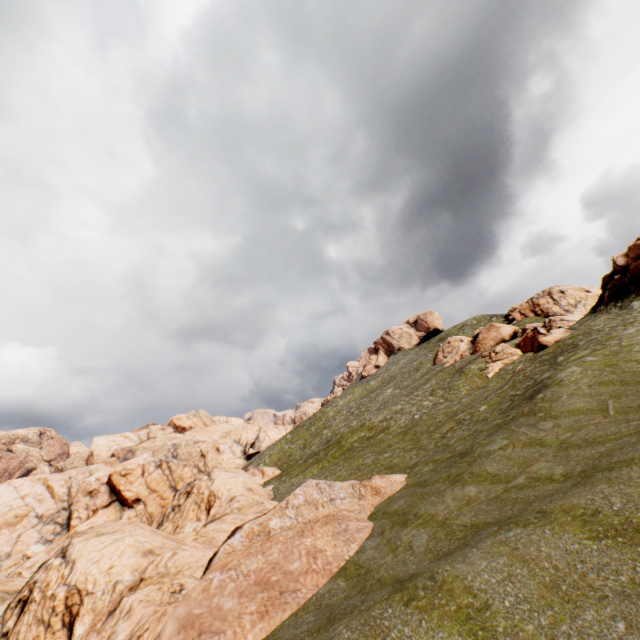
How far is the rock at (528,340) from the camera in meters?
32.6

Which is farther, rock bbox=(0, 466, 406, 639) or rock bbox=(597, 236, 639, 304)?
rock bbox=(597, 236, 639, 304)

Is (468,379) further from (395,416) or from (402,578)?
(402,578)

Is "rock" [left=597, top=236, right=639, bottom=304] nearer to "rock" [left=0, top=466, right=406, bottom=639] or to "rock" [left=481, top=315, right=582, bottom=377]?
"rock" [left=481, top=315, right=582, bottom=377]

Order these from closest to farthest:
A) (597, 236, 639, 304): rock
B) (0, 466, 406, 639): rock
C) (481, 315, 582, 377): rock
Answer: (0, 466, 406, 639): rock → (597, 236, 639, 304): rock → (481, 315, 582, 377): rock

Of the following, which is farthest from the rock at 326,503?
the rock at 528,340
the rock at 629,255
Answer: the rock at 528,340

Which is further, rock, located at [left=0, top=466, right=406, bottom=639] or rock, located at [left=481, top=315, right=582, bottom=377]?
rock, located at [left=481, top=315, right=582, bottom=377]

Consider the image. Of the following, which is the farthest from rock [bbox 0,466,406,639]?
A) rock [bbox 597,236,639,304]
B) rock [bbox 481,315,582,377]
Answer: rock [bbox 481,315,582,377]
